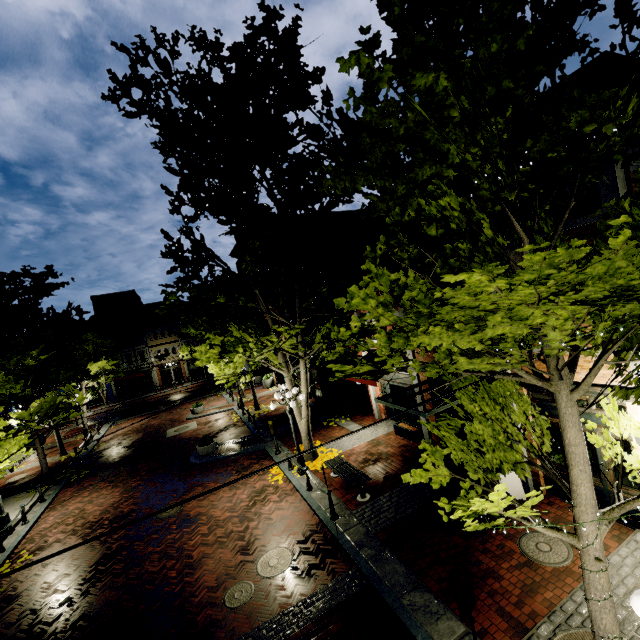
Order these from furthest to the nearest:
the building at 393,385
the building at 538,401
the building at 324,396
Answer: the building at 324,396 < the building at 393,385 < the building at 538,401

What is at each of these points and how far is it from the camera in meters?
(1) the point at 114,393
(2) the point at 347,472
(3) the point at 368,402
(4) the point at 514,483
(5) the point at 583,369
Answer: (1) building, 43.7 m
(2) bench, 11.2 m
(3) building, 18.1 m
(4) store sign, 8.9 m
(5) building, 7.3 m

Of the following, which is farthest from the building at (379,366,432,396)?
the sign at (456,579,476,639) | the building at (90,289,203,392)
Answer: the building at (90,289,203,392)

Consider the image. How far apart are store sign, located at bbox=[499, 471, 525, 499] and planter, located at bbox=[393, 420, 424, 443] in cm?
428

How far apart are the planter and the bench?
3.2m

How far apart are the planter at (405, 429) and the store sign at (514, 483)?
4.3m

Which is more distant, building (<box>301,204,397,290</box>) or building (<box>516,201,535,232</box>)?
building (<box>301,204,397,290</box>)

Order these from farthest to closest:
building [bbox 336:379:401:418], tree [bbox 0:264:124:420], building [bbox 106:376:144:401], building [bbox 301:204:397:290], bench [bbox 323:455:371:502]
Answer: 1. building [bbox 106:376:144:401]
2. building [bbox 336:379:401:418]
3. building [bbox 301:204:397:290]
4. tree [bbox 0:264:124:420]
5. bench [bbox 323:455:371:502]
